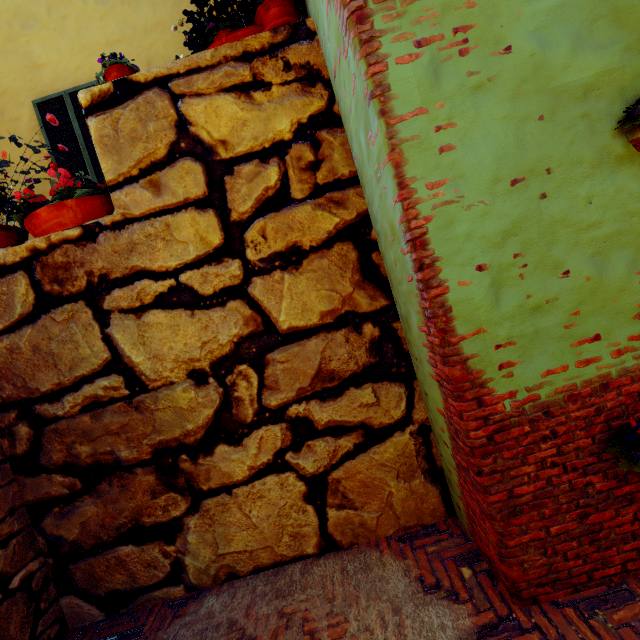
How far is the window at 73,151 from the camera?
5.1 meters

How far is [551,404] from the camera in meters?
1.8 m

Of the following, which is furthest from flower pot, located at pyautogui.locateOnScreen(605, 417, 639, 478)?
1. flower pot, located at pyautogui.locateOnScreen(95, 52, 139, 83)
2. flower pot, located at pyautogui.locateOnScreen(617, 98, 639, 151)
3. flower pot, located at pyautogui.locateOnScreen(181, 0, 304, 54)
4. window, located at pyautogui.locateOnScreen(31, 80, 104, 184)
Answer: window, located at pyautogui.locateOnScreen(31, 80, 104, 184)

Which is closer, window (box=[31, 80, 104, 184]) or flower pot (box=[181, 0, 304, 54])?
flower pot (box=[181, 0, 304, 54])

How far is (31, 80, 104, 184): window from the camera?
5.1 meters

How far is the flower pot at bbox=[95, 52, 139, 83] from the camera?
2.6m

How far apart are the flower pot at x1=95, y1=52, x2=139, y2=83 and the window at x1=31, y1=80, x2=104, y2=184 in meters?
2.7 m

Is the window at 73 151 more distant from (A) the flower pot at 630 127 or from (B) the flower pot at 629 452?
(B) the flower pot at 629 452
